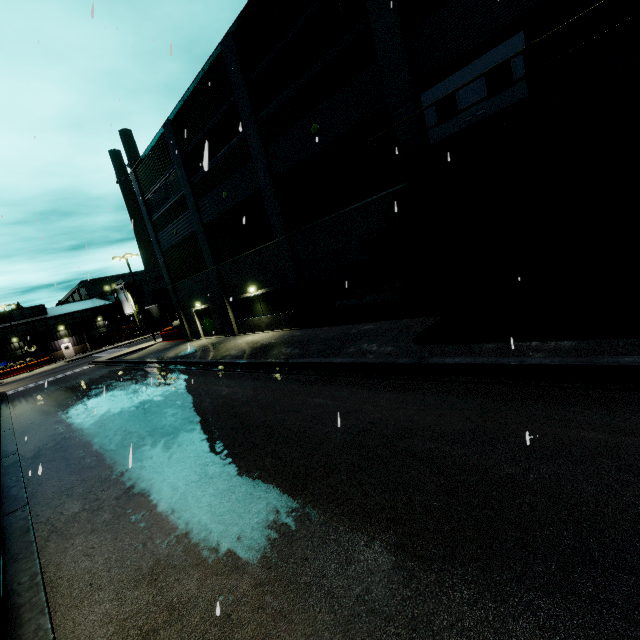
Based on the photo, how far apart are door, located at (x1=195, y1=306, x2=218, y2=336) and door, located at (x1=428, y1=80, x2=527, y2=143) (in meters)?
Answer: 19.34

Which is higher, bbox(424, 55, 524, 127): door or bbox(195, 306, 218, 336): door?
bbox(424, 55, 524, 127): door

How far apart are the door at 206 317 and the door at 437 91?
19.34m

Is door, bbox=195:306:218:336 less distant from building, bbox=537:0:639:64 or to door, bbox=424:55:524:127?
building, bbox=537:0:639:64

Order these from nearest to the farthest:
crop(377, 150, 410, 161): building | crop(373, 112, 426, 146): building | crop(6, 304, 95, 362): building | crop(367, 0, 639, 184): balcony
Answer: crop(367, 0, 639, 184): balcony, crop(373, 112, 426, 146): building, crop(377, 150, 410, 161): building, crop(6, 304, 95, 362): building

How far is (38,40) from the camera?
10.1 meters

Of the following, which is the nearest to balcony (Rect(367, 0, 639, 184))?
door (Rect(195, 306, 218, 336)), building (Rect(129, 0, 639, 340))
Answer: building (Rect(129, 0, 639, 340))

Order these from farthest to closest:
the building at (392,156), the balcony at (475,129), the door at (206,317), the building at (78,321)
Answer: the building at (78,321)
the door at (206,317)
the building at (392,156)
the balcony at (475,129)
